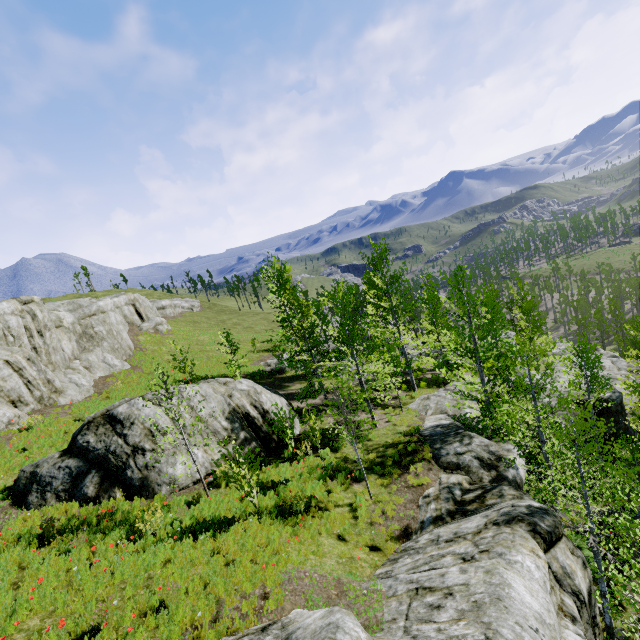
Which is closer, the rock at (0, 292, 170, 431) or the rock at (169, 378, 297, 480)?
the rock at (169, 378, 297, 480)

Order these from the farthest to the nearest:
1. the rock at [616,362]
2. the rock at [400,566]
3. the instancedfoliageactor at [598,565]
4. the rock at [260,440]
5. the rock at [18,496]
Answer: the rock at [616,362] < the rock at [260,440] < the rock at [18,496] < the instancedfoliageactor at [598,565] < the rock at [400,566]

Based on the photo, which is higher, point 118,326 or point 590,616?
point 118,326

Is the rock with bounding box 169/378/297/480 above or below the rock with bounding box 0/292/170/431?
below

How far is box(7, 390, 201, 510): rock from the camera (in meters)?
10.74

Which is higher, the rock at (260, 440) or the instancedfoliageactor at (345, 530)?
the rock at (260, 440)

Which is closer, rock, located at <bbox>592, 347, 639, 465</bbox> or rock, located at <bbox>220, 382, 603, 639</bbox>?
rock, located at <bbox>220, 382, 603, 639</bbox>

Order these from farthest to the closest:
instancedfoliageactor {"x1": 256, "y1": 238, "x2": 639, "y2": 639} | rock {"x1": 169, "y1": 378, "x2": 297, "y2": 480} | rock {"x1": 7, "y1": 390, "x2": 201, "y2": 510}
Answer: rock {"x1": 169, "y1": 378, "x2": 297, "y2": 480}, rock {"x1": 7, "y1": 390, "x2": 201, "y2": 510}, instancedfoliageactor {"x1": 256, "y1": 238, "x2": 639, "y2": 639}
